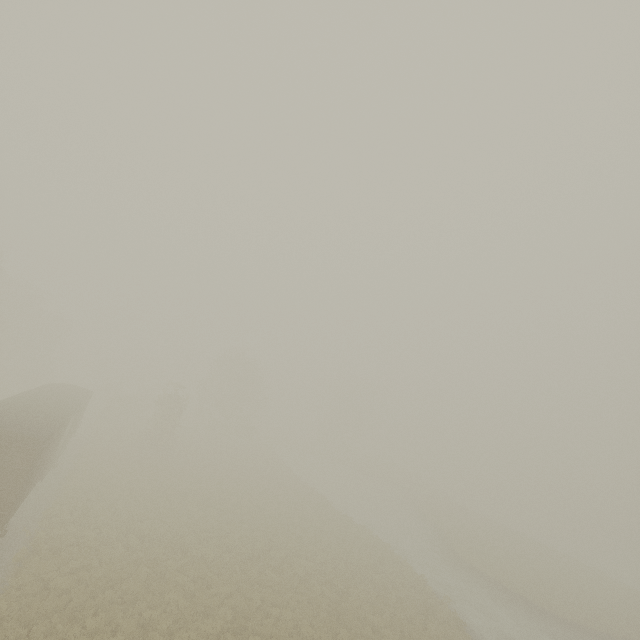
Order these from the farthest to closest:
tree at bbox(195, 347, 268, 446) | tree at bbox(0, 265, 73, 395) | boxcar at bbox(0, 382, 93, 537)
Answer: tree at bbox(195, 347, 268, 446) → tree at bbox(0, 265, 73, 395) → boxcar at bbox(0, 382, 93, 537)

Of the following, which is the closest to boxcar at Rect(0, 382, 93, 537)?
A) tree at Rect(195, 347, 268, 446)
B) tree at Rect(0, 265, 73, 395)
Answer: tree at Rect(0, 265, 73, 395)

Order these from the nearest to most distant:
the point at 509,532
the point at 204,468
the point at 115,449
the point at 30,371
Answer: the point at 115,449
the point at 204,468
the point at 509,532
the point at 30,371

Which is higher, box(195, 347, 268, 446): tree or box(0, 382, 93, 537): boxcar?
A: box(195, 347, 268, 446): tree

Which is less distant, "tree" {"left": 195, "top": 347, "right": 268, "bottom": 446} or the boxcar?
the boxcar

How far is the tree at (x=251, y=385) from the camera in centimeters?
4803cm

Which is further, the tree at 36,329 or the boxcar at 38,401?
the tree at 36,329
